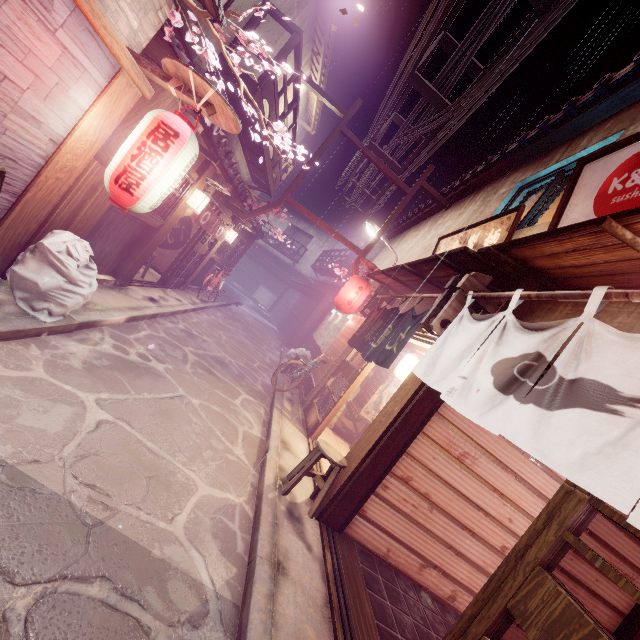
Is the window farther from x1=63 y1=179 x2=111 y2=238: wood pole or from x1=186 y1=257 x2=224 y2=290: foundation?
x1=63 y1=179 x2=111 y2=238: wood pole

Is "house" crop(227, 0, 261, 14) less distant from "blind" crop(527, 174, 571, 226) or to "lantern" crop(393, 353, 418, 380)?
"blind" crop(527, 174, 571, 226)

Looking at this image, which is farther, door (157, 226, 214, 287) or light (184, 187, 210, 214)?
door (157, 226, 214, 287)

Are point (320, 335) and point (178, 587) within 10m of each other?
no

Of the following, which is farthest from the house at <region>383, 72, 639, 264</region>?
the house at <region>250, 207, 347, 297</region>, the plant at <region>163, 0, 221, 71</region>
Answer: the house at <region>250, 207, 347, 297</region>

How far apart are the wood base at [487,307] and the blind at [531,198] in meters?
4.2

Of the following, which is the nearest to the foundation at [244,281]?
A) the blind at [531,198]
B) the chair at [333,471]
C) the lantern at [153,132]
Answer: the lantern at [153,132]

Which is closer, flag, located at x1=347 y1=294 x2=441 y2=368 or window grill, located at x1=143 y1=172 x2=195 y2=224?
flag, located at x1=347 y1=294 x2=441 y2=368
